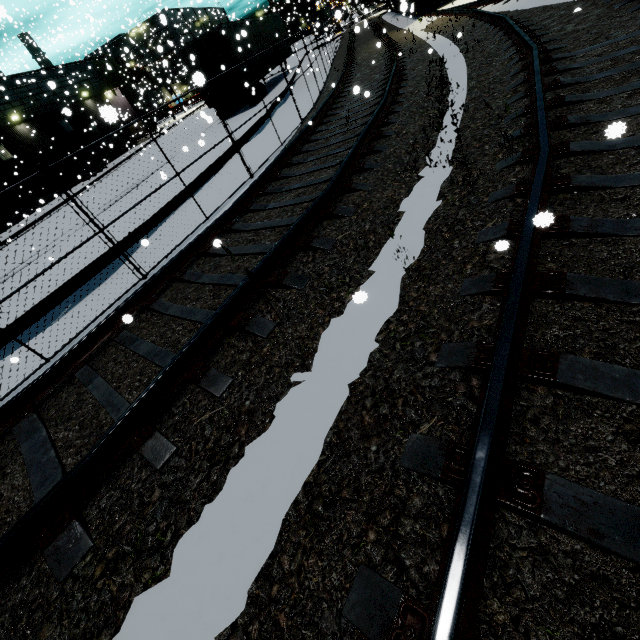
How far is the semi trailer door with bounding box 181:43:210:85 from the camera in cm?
466

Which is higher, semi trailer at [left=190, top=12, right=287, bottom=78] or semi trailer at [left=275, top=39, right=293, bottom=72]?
semi trailer at [left=190, top=12, right=287, bottom=78]

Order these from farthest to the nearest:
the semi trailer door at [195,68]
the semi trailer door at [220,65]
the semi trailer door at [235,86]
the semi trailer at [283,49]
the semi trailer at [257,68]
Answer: the semi trailer at [283,49] < the semi trailer at [257,68] < the semi trailer door at [235,86] < the semi trailer door at [220,65] < the semi trailer door at [195,68]

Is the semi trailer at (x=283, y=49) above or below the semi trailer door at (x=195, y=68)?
below

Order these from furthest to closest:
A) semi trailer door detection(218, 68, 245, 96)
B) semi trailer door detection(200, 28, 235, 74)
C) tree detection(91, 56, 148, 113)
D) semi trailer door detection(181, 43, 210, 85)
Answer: tree detection(91, 56, 148, 113)
semi trailer door detection(218, 68, 245, 96)
semi trailer door detection(200, 28, 235, 74)
semi trailer door detection(181, 43, 210, 85)

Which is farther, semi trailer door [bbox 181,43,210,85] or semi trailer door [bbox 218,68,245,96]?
semi trailer door [bbox 218,68,245,96]

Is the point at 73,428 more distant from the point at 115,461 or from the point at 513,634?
the point at 513,634

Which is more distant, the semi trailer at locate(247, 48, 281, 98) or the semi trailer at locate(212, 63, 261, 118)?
the semi trailer at locate(247, 48, 281, 98)
